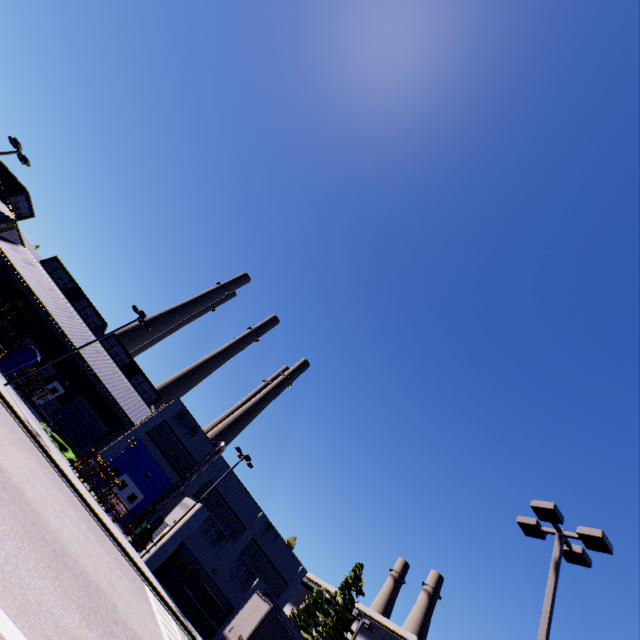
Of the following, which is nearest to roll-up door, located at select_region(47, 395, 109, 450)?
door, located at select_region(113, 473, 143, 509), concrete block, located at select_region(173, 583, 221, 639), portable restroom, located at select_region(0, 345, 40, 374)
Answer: portable restroom, located at select_region(0, 345, 40, 374)

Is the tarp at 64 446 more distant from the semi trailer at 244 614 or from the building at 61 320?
the semi trailer at 244 614

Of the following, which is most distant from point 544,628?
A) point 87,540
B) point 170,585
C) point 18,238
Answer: point 18,238

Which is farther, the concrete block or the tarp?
the tarp

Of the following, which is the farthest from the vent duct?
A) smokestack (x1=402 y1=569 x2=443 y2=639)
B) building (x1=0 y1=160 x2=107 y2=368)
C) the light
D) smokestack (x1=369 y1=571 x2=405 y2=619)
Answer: smokestack (x1=369 y1=571 x2=405 y2=619)

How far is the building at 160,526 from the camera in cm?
2792

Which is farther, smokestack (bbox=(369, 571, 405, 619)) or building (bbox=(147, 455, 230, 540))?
smokestack (bbox=(369, 571, 405, 619))

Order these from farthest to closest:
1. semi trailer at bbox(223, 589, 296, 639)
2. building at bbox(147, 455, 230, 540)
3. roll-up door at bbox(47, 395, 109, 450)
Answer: roll-up door at bbox(47, 395, 109, 450) → building at bbox(147, 455, 230, 540) → semi trailer at bbox(223, 589, 296, 639)
